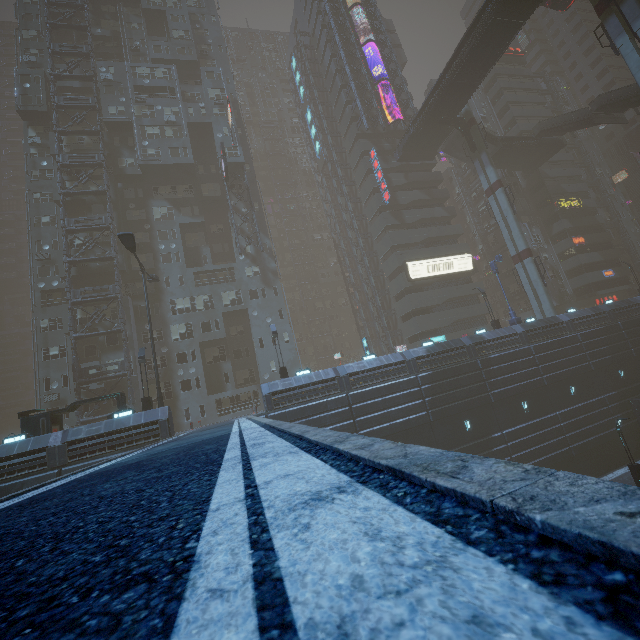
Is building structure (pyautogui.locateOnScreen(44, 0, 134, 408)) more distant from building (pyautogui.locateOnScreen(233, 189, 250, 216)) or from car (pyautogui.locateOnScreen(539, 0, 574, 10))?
car (pyautogui.locateOnScreen(539, 0, 574, 10))

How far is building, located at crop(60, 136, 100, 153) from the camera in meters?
36.6

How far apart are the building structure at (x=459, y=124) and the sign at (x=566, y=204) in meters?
19.4

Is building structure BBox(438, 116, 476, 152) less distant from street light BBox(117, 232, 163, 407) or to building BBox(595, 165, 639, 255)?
building BBox(595, 165, 639, 255)

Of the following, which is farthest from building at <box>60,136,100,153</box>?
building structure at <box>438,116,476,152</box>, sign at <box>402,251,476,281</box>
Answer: building structure at <box>438,116,476,152</box>

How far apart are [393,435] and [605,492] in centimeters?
2481cm

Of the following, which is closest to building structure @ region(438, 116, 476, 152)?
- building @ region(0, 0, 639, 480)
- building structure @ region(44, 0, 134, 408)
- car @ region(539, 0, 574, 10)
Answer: building @ region(0, 0, 639, 480)

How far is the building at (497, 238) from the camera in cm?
5244
